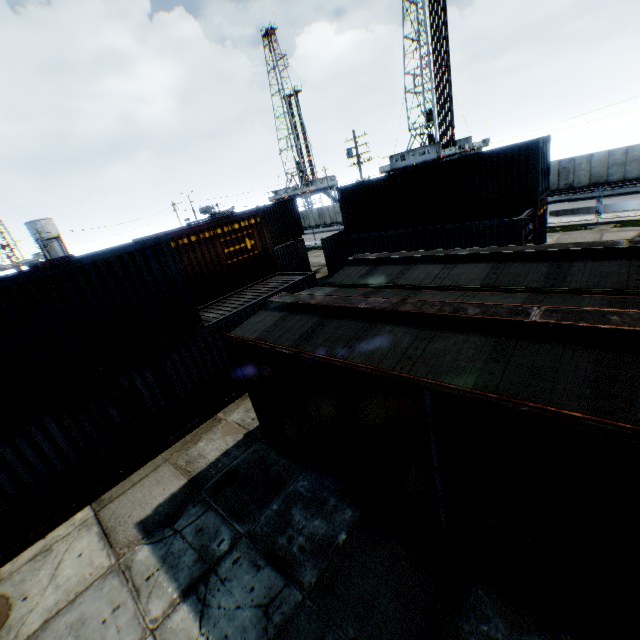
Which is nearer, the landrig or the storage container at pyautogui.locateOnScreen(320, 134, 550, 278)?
the storage container at pyautogui.locateOnScreen(320, 134, 550, 278)

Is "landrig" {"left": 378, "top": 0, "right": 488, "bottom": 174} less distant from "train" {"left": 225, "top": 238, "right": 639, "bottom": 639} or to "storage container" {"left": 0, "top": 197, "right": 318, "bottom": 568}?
"storage container" {"left": 0, "top": 197, "right": 318, "bottom": 568}

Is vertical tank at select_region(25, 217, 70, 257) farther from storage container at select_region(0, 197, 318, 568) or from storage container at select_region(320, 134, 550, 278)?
storage container at select_region(0, 197, 318, 568)

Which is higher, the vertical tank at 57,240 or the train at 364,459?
the vertical tank at 57,240

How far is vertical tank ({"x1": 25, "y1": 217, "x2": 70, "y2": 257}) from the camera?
55.8m

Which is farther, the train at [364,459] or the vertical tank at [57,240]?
the vertical tank at [57,240]

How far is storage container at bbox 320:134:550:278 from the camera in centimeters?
1532cm

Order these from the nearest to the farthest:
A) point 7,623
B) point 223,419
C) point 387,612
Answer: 1. point 387,612
2. point 7,623
3. point 223,419
